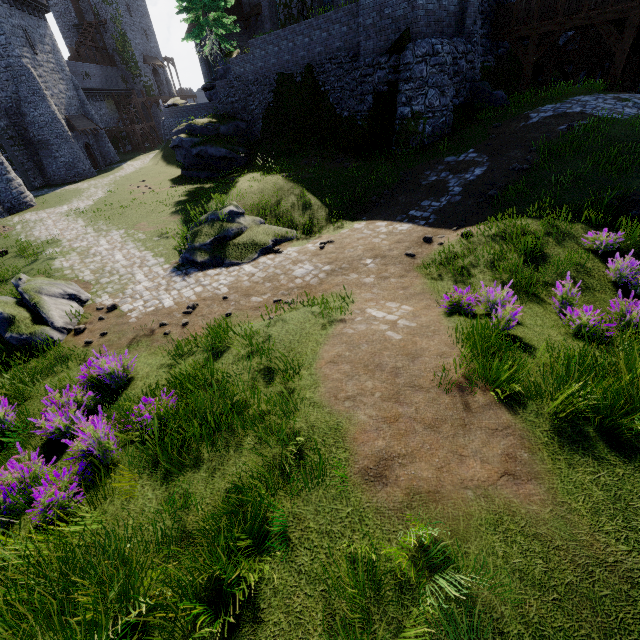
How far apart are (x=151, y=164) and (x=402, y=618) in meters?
42.9 m

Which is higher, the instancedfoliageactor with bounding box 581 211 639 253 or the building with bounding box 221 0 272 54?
the building with bounding box 221 0 272 54

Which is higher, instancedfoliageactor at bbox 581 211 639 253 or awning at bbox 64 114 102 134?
awning at bbox 64 114 102 134

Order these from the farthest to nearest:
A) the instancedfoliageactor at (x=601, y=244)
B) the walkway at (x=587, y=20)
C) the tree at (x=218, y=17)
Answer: the tree at (x=218, y=17) < the walkway at (x=587, y=20) < the instancedfoliageactor at (x=601, y=244)

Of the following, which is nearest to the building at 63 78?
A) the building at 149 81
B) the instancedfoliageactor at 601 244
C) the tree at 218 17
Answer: the tree at 218 17

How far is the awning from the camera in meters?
31.6 m

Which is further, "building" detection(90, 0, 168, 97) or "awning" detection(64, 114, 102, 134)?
"building" detection(90, 0, 168, 97)

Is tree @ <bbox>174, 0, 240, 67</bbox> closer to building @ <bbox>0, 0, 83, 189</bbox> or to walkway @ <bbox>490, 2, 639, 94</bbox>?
building @ <bbox>0, 0, 83, 189</bbox>
